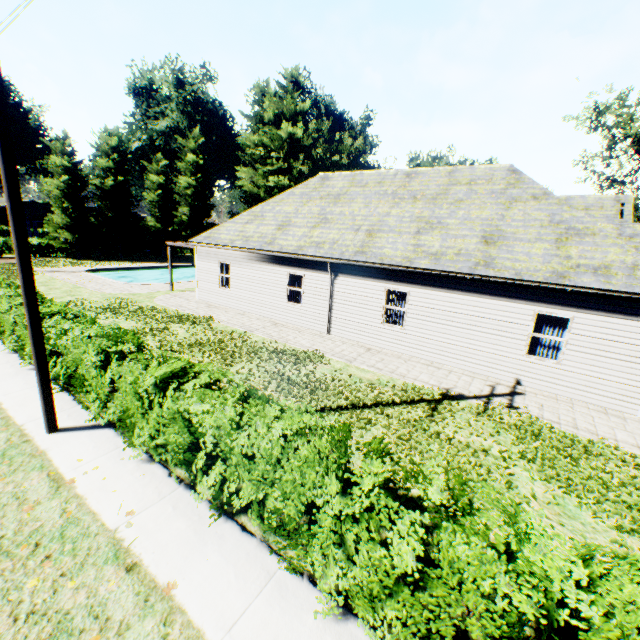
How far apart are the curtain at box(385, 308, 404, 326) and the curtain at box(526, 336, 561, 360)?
3.98m

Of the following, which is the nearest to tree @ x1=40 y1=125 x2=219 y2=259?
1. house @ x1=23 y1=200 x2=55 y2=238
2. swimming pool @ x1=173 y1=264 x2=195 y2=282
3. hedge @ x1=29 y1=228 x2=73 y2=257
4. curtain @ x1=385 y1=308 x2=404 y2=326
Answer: hedge @ x1=29 y1=228 x2=73 y2=257

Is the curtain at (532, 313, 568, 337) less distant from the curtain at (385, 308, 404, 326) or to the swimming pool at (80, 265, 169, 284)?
the curtain at (385, 308, 404, 326)

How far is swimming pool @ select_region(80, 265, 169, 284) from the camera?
25.69m

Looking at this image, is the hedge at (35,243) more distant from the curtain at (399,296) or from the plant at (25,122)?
the curtain at (399,296)

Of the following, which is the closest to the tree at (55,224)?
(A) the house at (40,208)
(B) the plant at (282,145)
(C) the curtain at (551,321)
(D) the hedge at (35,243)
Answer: (D) the hedge at (35,243)

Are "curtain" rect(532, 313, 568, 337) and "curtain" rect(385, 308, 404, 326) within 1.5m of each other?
no

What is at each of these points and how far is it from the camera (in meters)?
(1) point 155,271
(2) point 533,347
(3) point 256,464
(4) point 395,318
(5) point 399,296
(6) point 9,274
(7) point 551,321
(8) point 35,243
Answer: (1) swimming pool, 33.31
(2) curtain, 10.52
(3) hedge, 4.25
(4) curtain, 13.06
(5) curtain, 12.77
(6) plant, 22.70
(7) curtain, 10.15
(8) hedge, 32.97
